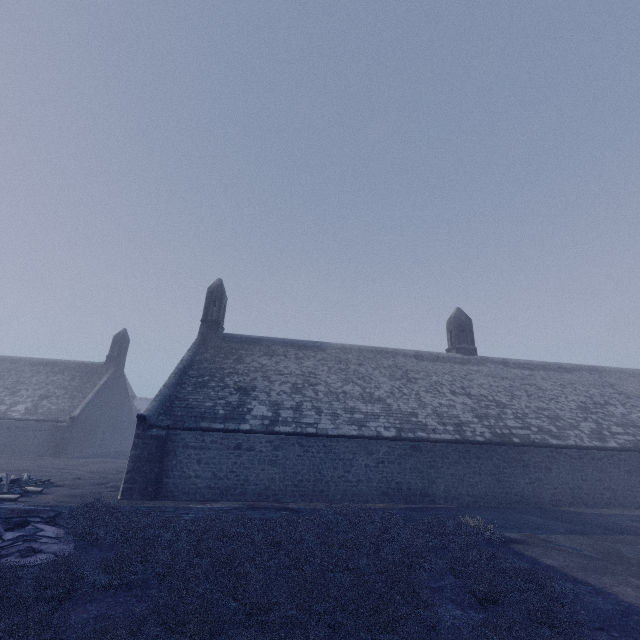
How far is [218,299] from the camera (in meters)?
22.27
